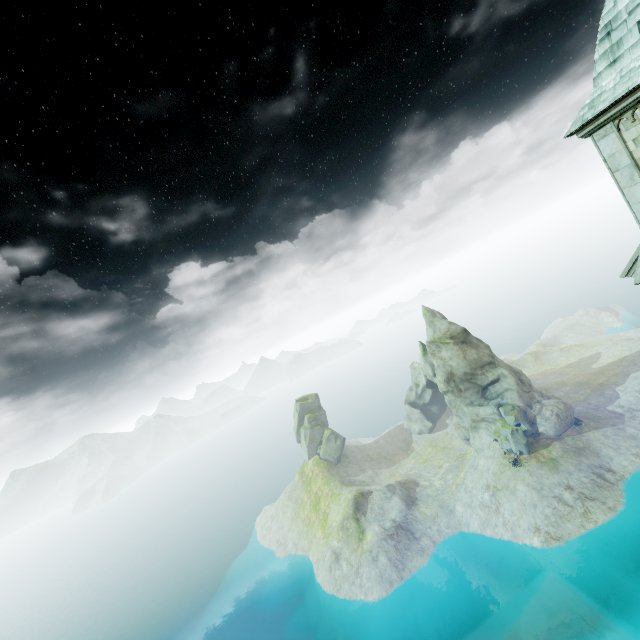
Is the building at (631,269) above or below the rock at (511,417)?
above

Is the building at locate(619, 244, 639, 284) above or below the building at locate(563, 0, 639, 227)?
below

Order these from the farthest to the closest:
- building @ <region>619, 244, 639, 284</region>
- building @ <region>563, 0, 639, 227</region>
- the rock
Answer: the rock < building @ <region>619, 244, 639, 284</region> < building @ <region>563, 0, 639, 227</region>

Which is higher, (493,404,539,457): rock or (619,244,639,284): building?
(619,244,639,284): building

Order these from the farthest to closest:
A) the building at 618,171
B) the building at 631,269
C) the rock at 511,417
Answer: the rock at 511,417 < the building at 631,269 < the building at 618,171

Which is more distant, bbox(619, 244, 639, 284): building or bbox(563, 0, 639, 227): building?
bbox(619, 244, 639, 284): building

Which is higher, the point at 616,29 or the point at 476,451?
the point at 616,29

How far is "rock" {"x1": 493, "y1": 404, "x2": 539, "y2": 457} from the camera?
52.62m
